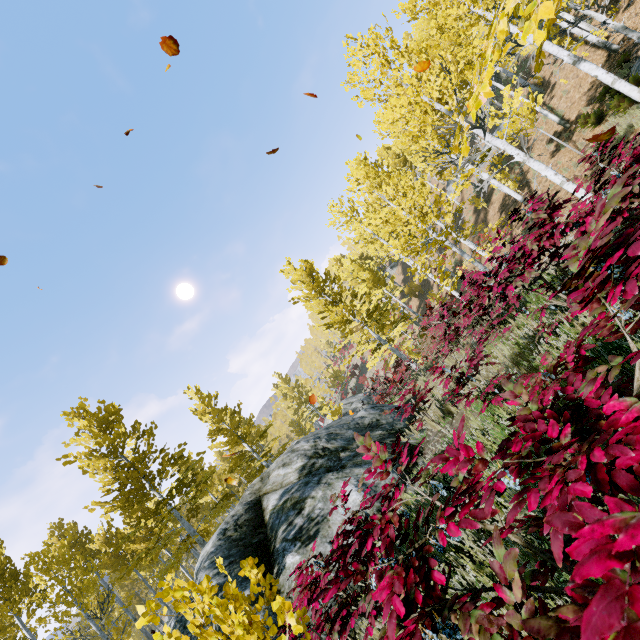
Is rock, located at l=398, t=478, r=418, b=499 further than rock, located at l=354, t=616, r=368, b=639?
Yes

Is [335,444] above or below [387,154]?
below

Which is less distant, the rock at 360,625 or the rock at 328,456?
the rock at 360,625

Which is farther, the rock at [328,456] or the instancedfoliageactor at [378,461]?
the rock at [328,456]

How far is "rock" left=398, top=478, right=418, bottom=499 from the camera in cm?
514

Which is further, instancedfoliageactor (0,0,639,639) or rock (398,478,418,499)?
rock (398,478,418,499)
